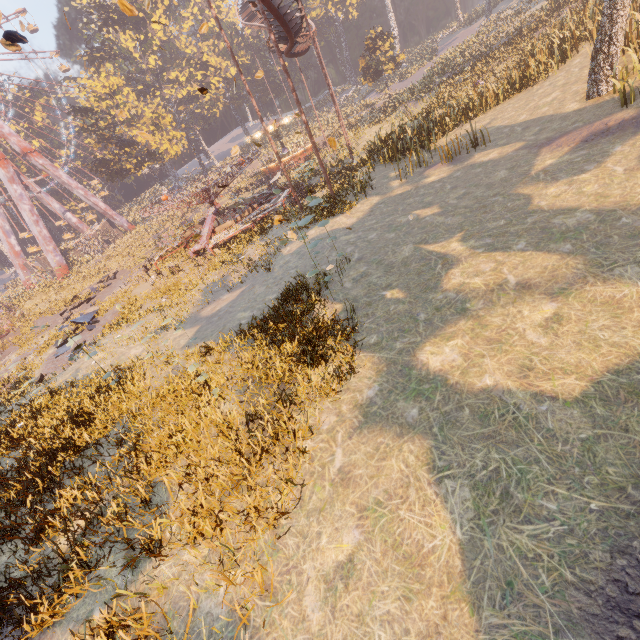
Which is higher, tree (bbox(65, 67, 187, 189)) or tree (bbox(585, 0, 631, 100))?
tree (bbox(65, 67, 187, 189))

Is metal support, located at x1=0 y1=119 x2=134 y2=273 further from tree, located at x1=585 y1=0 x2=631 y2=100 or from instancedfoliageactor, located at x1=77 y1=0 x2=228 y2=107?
tree, located at x1=585 y1=0 x2=631 y2=100

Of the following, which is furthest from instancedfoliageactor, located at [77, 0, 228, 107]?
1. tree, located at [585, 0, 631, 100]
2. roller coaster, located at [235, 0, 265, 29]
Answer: tree, located at [585, 0, 631, 100]

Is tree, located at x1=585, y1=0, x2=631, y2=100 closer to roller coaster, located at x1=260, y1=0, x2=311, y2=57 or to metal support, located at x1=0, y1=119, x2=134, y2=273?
roller coaster, located at x1=260, y1=0, x2=311, y2=57

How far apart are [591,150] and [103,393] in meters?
16.3 m

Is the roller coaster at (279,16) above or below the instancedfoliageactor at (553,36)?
above

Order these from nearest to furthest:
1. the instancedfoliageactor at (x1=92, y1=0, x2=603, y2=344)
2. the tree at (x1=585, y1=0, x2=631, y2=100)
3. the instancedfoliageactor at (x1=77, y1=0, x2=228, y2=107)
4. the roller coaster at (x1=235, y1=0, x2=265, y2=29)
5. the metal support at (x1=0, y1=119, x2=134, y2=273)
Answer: the tree at (x1=585, y1=0, x2=631, y2=100) < the instancedfoliageactor at (x1=92, y1=0, x2=603, y2=344) < the roller coaster at (x1=235, y1=0, x2=265, y2=29) < the metal support at (x1=0, y1=119, x2=134, y2=273) < the instancedfoliageactor at (x1=77, y1=0, x2=228, y2=107)

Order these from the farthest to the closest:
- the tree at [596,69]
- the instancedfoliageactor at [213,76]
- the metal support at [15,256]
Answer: the instancedfoliageactor at [213,76]
the metal support at [15,256]
the tree at [596,69]
